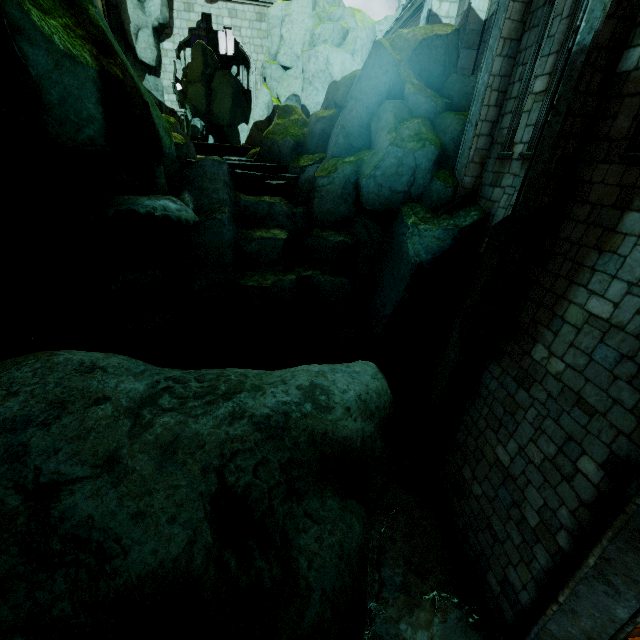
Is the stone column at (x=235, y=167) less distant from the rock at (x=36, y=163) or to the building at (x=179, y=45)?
the rock at (x=36, y=163)

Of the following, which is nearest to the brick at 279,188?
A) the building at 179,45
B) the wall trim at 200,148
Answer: the building at 179,45

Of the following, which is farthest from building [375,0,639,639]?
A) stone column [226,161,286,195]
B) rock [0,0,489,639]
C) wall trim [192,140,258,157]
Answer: stone column [226,161,286,195]

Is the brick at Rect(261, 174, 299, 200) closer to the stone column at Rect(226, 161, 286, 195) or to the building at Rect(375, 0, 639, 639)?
the stone column at Rect(226, 161, 286, 195)

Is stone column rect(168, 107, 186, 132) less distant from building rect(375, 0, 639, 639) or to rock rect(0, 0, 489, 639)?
building rect(375, 0, 639, 639)

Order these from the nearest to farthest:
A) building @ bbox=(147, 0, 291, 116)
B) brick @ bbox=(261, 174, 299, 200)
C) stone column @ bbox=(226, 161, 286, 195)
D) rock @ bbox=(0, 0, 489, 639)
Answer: rock @ bbox=(0, 0, 489, 639)
stone column @ bbox=(226, 161, 286, 195)
brick @ bbox=(261, 174, 299, 200)
building @ bbox=(147, 0, 291, 116)

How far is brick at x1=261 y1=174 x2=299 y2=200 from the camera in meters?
10.9

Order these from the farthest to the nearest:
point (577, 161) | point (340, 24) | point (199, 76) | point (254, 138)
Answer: point (199, 76) → point (254, 138) → point (340, 24) → point (577, 161)
